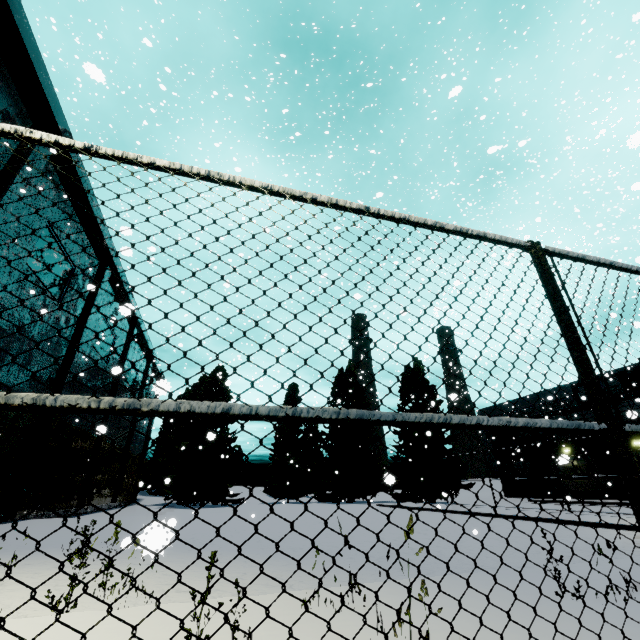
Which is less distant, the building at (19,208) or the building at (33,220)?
the building at (19,208)

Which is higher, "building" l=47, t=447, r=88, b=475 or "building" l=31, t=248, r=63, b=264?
"building" l=31, t=248, r=63, b=264

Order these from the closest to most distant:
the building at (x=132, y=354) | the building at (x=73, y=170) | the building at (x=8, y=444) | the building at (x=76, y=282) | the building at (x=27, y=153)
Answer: the building at (x=76, y=282), the building at (x=27, y=153), the building at (x=8, y=444), the building at (x=73, y=170), the building at (x=132, y=354)

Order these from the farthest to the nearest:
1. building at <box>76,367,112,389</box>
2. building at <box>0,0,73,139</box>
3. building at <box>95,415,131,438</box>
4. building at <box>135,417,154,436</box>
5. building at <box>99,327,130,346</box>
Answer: building at <box>135,417,154,436</box> < building at <box>99,327,130,346</box> < building at <box>76,367,112,389</box> < building at <box>0,0,73,139</box> < building at <box>95,415,131,438</box>

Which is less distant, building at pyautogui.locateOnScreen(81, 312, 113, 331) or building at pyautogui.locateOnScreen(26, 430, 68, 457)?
building at pyautogui.locateOnScreen(26, 430, 68, 457)

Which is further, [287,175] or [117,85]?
A: [117,85]
